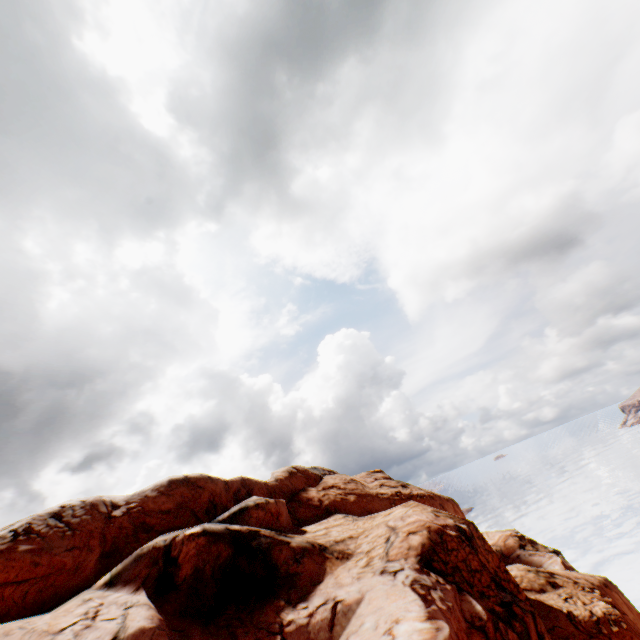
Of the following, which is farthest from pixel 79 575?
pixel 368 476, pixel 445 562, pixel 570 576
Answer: pixel 368 476
